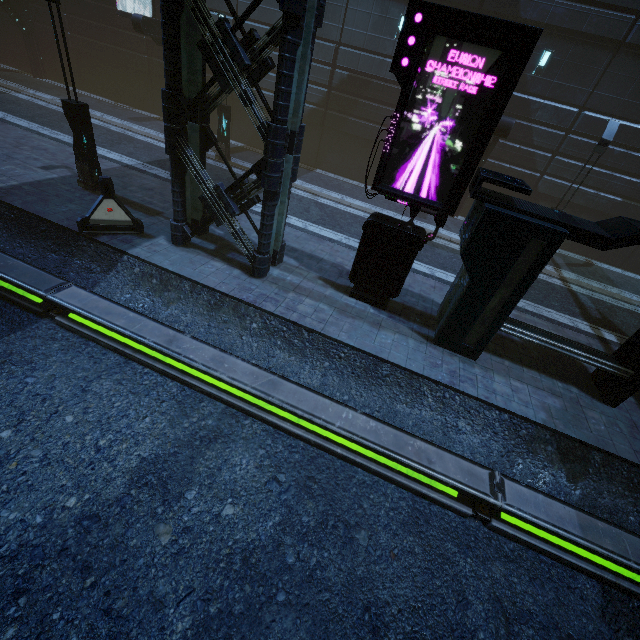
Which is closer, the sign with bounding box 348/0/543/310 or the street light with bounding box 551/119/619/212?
the sign with bounding box 348/0/543/310

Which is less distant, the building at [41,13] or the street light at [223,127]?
the street light at [223,127]

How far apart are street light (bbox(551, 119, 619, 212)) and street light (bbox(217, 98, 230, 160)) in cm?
1488

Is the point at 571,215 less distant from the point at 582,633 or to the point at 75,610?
the point at 582,633

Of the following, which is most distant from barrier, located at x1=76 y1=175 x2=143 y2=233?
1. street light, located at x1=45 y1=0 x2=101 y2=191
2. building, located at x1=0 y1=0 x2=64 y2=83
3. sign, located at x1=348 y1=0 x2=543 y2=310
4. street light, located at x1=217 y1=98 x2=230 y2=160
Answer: street light, located at x1=217 y1=98 x2=230 y2=160

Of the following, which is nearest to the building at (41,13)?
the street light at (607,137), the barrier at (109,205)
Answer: the barrier at (109,205)

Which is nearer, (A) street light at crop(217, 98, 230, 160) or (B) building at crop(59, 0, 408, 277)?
(B) building at crop(59, 0, 408, 277)
